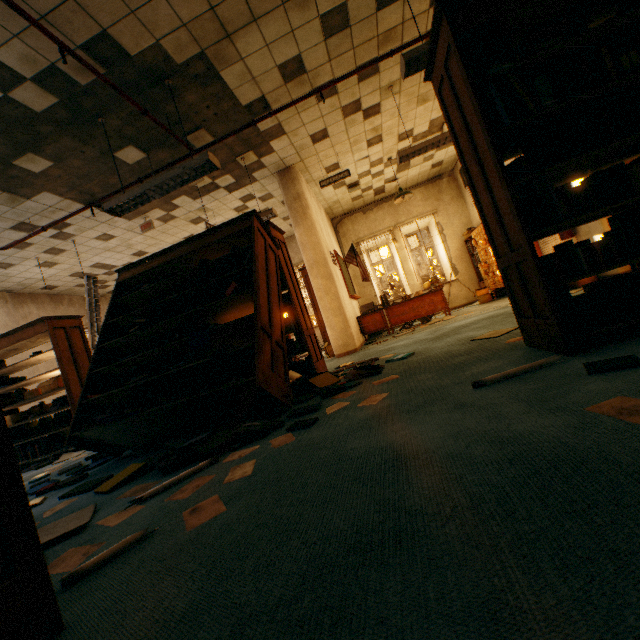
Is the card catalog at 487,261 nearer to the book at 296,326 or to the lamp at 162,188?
the book at 296,326

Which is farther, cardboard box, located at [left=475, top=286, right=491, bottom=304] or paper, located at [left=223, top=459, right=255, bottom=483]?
cardboard box, located at [left=475, top=286, right=491, bottom=304]

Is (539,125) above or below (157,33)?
below

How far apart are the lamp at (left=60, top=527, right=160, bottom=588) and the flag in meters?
7.0

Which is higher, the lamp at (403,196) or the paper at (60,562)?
the lamp at (403,196)

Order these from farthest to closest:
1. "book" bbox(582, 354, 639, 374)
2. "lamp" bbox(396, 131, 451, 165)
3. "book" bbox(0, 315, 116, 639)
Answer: "lamp" bbox(396, 131, 451, 165) < "book" bbox(582, 354, 639, 374) < "book" bbox(0, 315, 116, 639)

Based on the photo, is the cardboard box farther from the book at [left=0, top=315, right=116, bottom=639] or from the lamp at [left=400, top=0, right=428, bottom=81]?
the lamp at [left=400, top=0, right=428, bottom=81]

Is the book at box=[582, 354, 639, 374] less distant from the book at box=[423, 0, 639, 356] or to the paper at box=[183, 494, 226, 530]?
the book at box=[423, 0, 639, 356]
